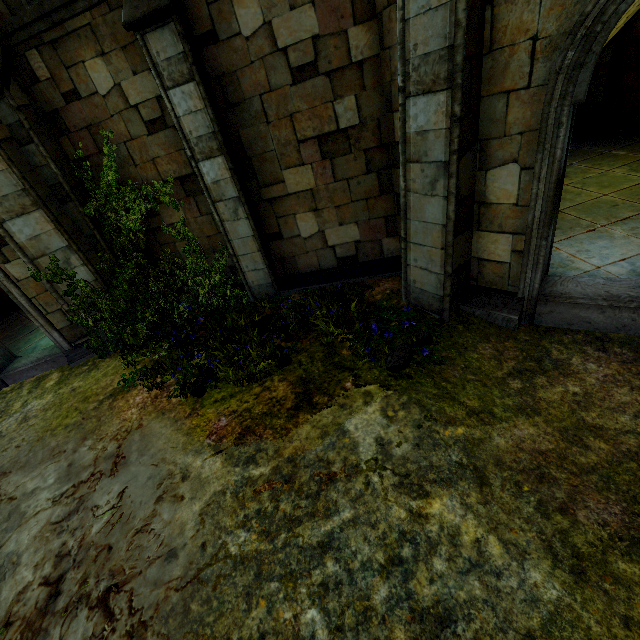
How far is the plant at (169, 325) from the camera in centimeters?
539cm

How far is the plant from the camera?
5.4m

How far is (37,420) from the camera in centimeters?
629cm
